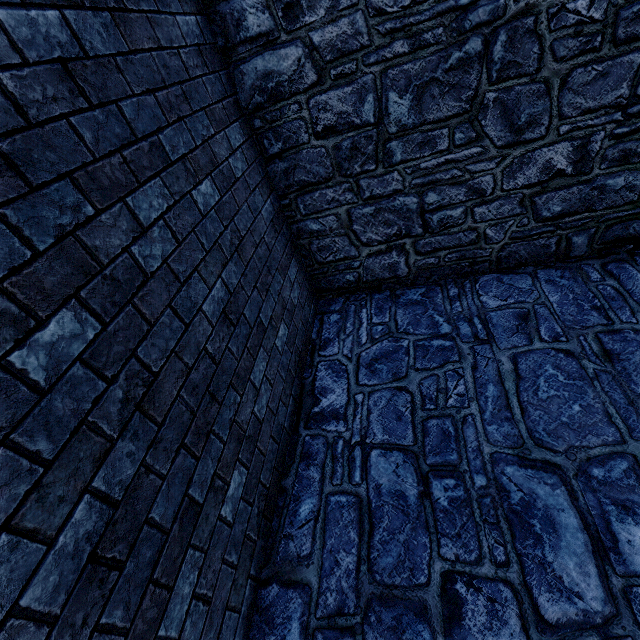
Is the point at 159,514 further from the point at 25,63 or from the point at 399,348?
the point at 399,348
